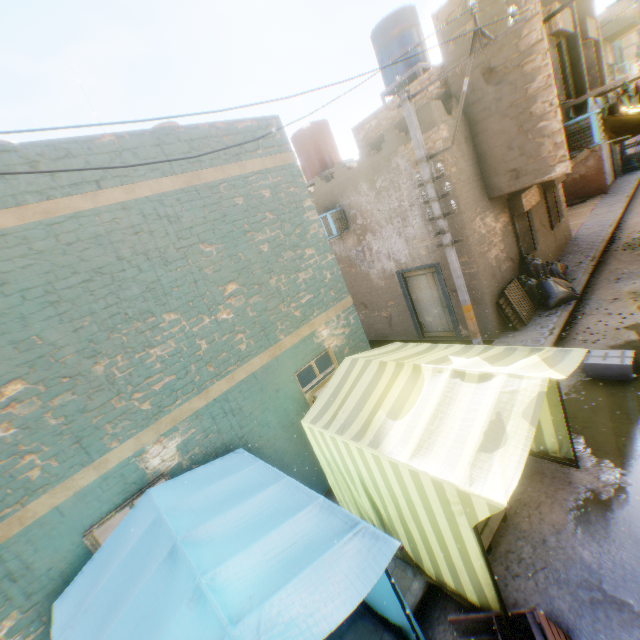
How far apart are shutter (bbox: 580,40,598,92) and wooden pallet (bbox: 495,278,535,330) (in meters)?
6.61

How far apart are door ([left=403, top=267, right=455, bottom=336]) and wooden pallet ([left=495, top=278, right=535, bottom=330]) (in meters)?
1.28

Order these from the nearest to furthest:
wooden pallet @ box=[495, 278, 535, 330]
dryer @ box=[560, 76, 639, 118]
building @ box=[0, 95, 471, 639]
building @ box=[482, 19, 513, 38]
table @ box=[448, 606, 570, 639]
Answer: table @ box=[448, 606, 570, 639], building @ box=[0, 95, 471, 639], building @ box=[482, 19, 513, 38], dryer @ box=[560, 76, 639, 118], wooden pallet @ box=[495, 278, 535, 330]

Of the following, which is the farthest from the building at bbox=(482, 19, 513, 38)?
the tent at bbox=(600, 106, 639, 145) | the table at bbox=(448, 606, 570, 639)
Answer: the table at bbox=(448, 606, 570, 639)

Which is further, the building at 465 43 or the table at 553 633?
the building at 465 43

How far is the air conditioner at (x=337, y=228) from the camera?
10.60m

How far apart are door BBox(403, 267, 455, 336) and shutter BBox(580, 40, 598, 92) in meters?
7.8 m

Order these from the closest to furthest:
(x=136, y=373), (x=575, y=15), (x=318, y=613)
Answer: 1. (x=318, y=613)
2. (x=136, y=373)
3. (x=575, y=15)
